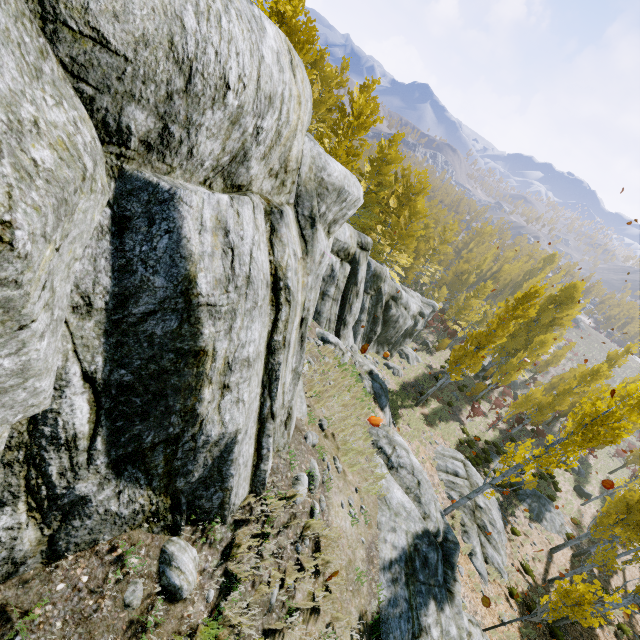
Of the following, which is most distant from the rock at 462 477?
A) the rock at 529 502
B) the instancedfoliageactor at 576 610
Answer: the rock at 529 502

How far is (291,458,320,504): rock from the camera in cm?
526

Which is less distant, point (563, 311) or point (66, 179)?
point (66, 179)

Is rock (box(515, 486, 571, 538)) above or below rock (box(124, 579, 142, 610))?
below

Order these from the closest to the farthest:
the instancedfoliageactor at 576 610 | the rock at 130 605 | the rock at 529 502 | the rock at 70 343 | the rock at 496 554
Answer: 1. the rock at 70 343
2. the rock at 130 605
3. the instancedfoliageactor at 576 610
4. the rock at 496 554
5. the rock at 529 502

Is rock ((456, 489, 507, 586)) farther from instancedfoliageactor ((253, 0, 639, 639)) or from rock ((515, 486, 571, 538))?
rock ((515, 486, 571, 538))

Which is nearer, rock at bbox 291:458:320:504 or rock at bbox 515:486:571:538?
rock at bbox 291:458:320:504
